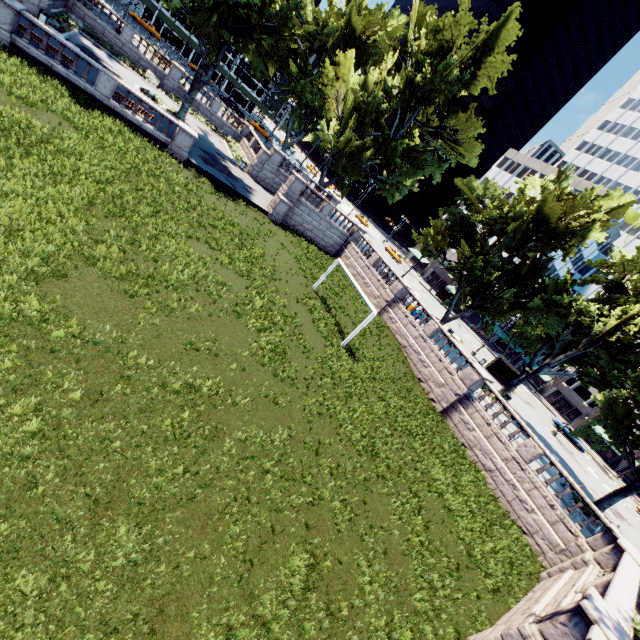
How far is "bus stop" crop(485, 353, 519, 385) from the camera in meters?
38.2

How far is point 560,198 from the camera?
28.5 meters

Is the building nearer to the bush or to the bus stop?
the bus stop

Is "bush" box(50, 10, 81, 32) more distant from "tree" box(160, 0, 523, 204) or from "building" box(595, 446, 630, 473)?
"building" box(595, 446, 630, 473)

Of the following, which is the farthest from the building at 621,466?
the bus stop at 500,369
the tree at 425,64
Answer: the bus stop at 500,369

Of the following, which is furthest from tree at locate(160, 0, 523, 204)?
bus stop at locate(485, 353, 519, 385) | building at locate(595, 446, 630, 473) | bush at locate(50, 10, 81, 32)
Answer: bus stop at locate(485, 353, 519, 385)

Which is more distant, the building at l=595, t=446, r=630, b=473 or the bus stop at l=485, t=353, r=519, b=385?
the building at l=595, t=446, r=630, b=473

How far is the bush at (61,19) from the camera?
25.5m
